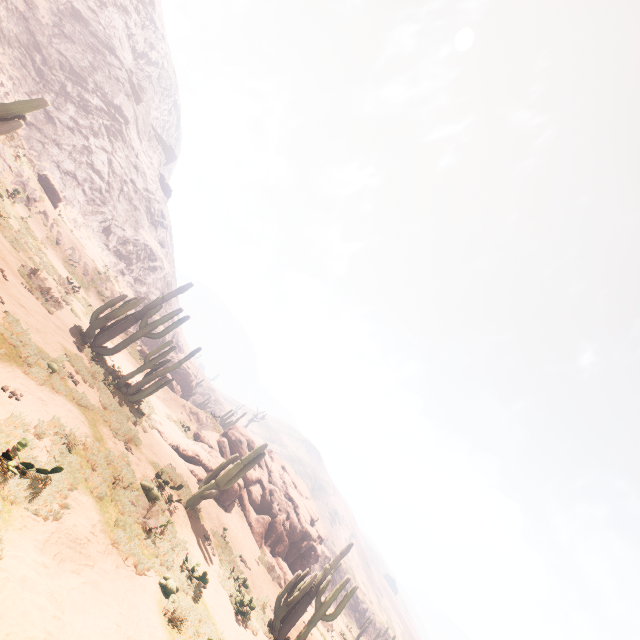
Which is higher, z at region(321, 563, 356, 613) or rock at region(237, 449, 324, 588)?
z at region(321, 563, 356, 613)

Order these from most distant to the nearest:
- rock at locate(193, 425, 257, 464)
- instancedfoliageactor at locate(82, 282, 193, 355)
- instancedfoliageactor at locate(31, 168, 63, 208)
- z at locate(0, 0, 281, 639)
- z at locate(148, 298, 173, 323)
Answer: z at locate(148, 298, 173, 323) → instancedfoliageactor at locate(31, 168, 63, 208) → rock at locate(193, 425, 257, 464) → instancedfoliageactor at locate(82, 282, 193, 355) → z at locate(0, 0, 281, 639)

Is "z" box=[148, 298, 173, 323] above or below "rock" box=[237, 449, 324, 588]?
above

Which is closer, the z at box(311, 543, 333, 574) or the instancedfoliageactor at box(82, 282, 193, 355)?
the instancedfoliageactor at box(82, 282, 193, 355)

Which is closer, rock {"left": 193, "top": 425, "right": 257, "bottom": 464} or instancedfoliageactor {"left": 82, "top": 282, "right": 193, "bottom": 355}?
instancedfoliageactor {"left": 82, "top": 282, "right": 193, "bottom": 355}

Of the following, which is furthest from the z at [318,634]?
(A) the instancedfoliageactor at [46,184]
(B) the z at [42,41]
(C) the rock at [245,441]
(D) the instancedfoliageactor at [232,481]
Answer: (D) the instancedfoliageactor at [232,481]

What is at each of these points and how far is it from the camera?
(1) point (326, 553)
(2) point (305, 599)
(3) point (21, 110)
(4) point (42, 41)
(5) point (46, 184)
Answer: (1) z, 37.2m
(2) instancedfoliageactor, 11.5m
(3) instancedfoliageactor, 11.5m
(4) z, 35.2m
(5) instancedfoliageactor, 24.0m

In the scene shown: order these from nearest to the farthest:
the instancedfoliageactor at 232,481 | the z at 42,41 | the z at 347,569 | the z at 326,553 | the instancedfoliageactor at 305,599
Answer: the z at 42,41 → the instancedfoliageactor at 305,599 → the instancedfoliageactor at 232,481 → the z at 347,569 → the z at 326,553
